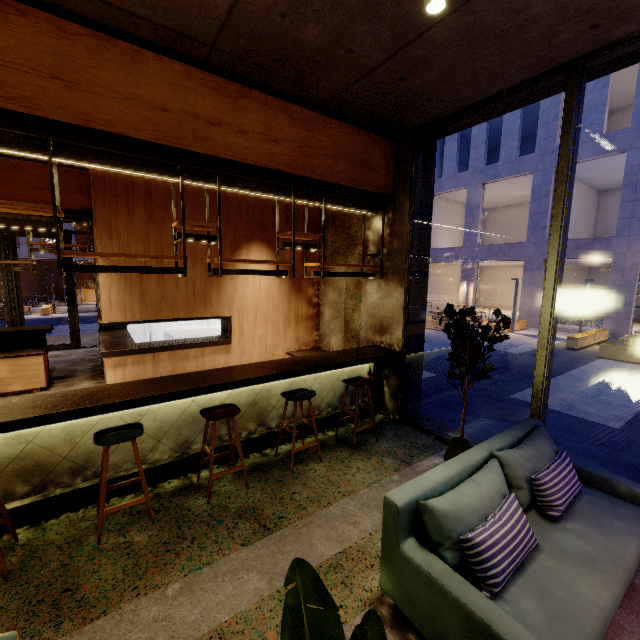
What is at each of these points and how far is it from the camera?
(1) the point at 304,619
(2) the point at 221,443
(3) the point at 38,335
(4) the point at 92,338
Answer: (1) tree, 1.09m
(2) bar counter, 4.18m
(3) bar counter, 6.77m
(4) building, 11.71m

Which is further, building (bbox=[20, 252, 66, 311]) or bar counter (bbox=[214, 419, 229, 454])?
building (bbox=[20, 252, 66, 311])

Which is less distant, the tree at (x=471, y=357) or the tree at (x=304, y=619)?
the tree at (x=304, y=619)

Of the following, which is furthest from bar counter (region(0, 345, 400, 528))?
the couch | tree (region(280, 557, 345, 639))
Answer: tree (region(280, 557, 345, 639))

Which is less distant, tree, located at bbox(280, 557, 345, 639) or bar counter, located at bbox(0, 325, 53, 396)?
tree, located at bbox(280, 557, 345, 639)

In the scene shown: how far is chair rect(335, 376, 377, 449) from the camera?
4.5 meters

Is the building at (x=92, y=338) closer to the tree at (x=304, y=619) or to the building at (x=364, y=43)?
the building at (x=364, y=43)

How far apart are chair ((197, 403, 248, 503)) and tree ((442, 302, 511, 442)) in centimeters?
245cm
